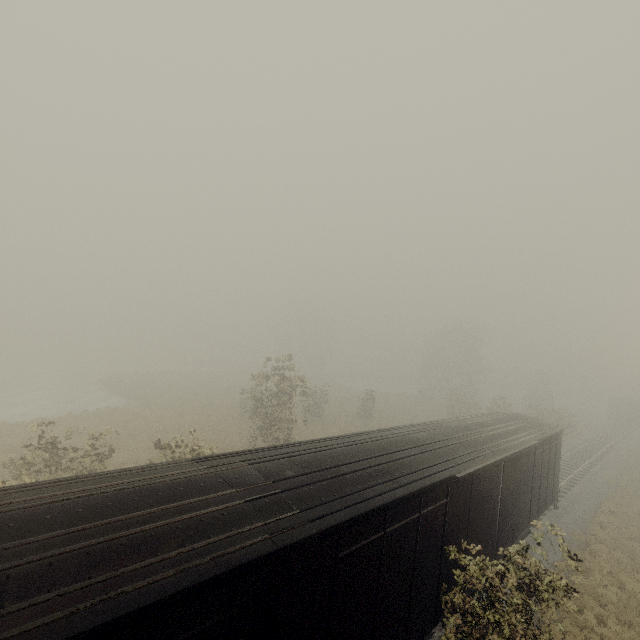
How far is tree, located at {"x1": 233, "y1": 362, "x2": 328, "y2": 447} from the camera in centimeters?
2005cm

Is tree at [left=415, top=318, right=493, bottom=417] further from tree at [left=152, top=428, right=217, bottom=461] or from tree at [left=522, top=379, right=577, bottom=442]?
tree at [left=152, top=428, right=217, bottom=461]

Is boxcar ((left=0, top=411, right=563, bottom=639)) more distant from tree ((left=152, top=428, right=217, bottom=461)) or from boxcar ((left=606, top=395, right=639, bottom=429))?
boxcar ((left=606, top=395, right=639, bottom=429))

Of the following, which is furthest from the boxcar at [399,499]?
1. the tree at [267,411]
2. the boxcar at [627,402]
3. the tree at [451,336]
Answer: the boxcar at [627,402]

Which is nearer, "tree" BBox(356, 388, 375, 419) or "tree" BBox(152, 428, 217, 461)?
"tree" BBox(152, 428, 217, 461)

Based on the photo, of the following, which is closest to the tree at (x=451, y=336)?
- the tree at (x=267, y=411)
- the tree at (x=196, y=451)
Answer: the tree at (x=267, y=411)

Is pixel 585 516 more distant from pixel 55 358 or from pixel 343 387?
pixel 55 358

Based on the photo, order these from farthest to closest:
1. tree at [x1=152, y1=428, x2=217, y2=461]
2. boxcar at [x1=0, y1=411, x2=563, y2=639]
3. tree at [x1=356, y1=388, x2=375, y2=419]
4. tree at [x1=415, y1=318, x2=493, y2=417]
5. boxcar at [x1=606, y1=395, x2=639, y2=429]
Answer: boxcar at [x1=606, y1=395, x2=639, y2=429] < tree at [x1=415, y1=318, x2=493, y2=417] < tree at [x1=356, y1=388, x2=375, y2=419] < tree at [x1=152, y1=428, x2=217, y2=461] < boxcar at [x1=0, y1=411, x2=563, y2=639]
